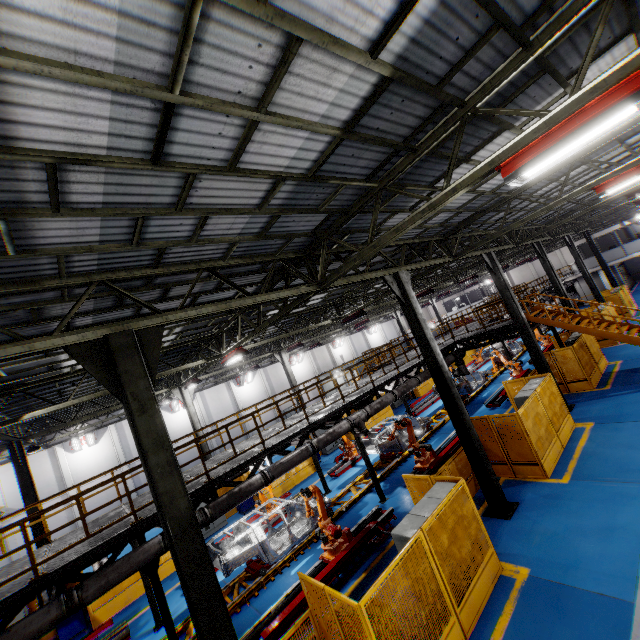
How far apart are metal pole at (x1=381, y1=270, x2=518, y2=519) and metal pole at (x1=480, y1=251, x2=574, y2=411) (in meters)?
6.17

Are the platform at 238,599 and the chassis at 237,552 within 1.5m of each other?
yes

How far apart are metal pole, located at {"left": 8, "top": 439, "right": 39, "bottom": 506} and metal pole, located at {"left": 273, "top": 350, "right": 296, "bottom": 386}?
14.2m

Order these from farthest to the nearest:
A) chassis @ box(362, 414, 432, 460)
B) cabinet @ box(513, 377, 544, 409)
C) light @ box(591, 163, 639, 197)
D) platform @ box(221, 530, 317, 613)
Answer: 1. chassis @ box(362, 414, 432, 460)
2. cabinet @ box(513, 377, 544, 409)
3. platform @ box(221, 530, 317, 613)
4. light @ box(591, 163, 639, 197)

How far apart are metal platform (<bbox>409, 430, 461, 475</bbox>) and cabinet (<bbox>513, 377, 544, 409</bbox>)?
3.08m

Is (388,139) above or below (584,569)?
above

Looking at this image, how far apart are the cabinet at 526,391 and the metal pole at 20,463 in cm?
1952

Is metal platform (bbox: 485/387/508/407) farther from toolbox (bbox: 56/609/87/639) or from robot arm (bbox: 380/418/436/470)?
toolbox (bbox: 56/609/87/639)
